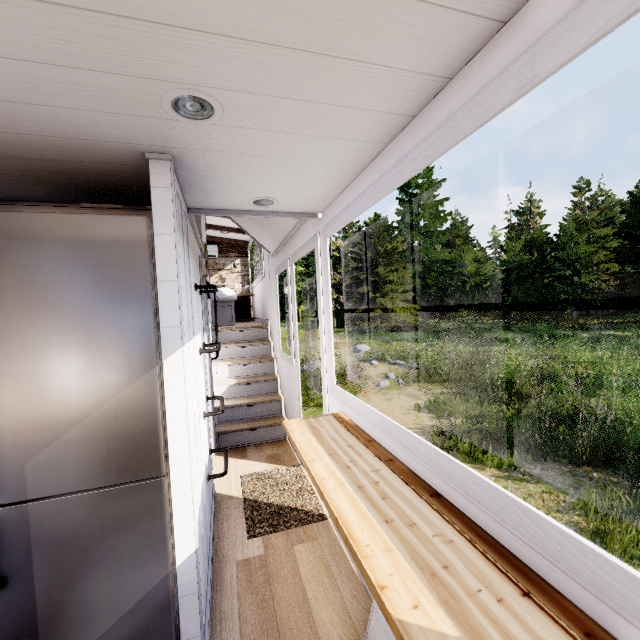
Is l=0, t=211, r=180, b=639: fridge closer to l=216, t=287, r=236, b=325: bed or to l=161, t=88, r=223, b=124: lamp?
l=161, t=88, r=223, b=124: lamp

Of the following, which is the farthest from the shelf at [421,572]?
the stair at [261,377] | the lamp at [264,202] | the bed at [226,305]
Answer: the bed at [226,305]

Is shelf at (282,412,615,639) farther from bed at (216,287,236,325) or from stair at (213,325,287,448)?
bed at (216,287,236,325)

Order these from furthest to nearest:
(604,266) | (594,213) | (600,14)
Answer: (604,266)
(594,213)
(600,14)

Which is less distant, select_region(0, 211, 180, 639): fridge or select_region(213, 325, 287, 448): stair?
select_region(0, 211, 180, 639): fridge

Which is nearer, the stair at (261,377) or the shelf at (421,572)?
the shelf at (421,572)

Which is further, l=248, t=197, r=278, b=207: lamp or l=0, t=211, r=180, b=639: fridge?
l=248, t=197, r=278, b=207: lamp

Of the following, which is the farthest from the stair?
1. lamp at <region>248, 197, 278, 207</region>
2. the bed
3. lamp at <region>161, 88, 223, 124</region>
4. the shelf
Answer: lamp at <region>161, 88, 223, 124</region>
